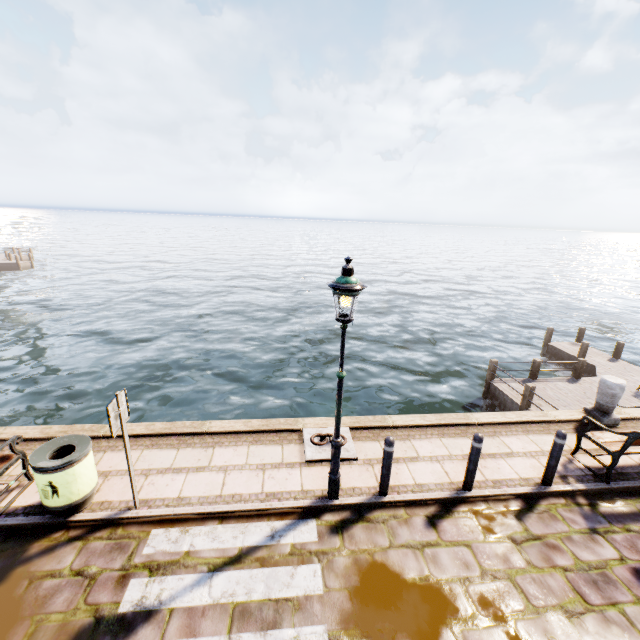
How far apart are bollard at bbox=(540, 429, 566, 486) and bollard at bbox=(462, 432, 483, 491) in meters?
1.3

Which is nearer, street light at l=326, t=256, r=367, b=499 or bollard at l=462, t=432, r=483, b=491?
A: street light at l=326, t=256, r=367, b=499

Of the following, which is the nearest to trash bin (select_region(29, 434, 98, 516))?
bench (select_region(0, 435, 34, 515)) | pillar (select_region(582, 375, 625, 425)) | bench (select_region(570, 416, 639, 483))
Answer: bench (select_region(0, 435, 34, 515))

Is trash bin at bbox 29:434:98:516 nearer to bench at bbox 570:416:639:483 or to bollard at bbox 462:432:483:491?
bollard at bbox 462:432:483:491

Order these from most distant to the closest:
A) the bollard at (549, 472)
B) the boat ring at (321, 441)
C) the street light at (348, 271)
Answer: the boat ring at (321, 441)
the bollard at (549, 472)
the street light at (348, 271)

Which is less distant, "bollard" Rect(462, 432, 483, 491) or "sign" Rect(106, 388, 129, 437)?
"sign" Rect(106, 388, 129, 437)

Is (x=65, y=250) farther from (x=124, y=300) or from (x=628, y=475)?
(x=628, y=475)

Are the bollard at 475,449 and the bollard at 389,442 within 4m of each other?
yes
